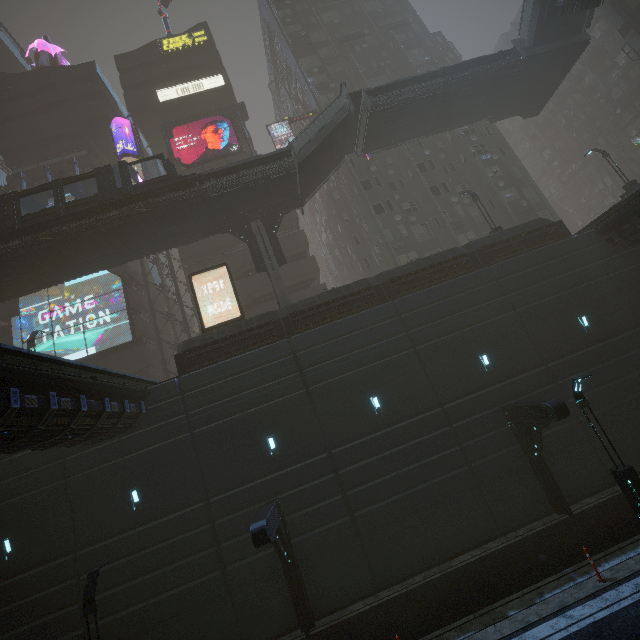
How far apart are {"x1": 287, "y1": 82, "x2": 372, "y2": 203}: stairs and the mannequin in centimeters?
4057cm

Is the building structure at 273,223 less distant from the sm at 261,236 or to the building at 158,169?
the sm at 261,236

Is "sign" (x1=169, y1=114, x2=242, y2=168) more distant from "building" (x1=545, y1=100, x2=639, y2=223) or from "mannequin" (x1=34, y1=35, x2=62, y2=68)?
"mannequin" (x1=34, y1=35, x2=62, y2=68)

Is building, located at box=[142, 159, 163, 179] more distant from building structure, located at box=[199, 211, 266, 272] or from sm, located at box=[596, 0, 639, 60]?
building structure, located at box=[199, 211, 266, 272]

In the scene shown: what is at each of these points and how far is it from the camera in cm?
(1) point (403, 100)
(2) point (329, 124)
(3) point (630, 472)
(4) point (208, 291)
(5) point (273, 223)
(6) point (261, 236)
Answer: (1) bridge, 2331
(2) stairs, 2262
(3) street light, 1053
(4) building, 2927
(5) building structure, 2327
(6) sm, 2122

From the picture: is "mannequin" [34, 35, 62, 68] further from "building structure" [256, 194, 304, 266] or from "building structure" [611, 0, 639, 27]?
"building structure" [611, 0, 639, 27]

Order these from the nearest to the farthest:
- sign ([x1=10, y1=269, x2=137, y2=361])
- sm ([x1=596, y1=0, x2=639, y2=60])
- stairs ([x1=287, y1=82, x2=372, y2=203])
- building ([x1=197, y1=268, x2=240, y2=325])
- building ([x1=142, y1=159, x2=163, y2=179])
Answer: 1. stairs ([x1=287, y1=82, x2=372, y2=203])
2. sign ([x1=10, y1=269, x2=137, y2=361])
3. building ([x1=197, y1=268, x2=240, y2=325])
4. sm ([x1=596, y1=0, x2=639, y2=60])
5. building ([x1=142, y1=159, x2=163, y2=179])

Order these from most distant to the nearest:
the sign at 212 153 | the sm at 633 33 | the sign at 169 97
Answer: the sign at 169 97, the sign at 212 153, the sm at 633 33
